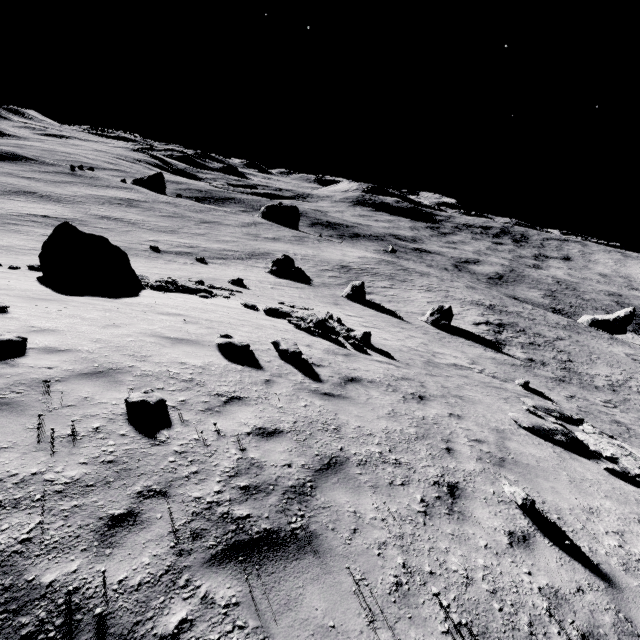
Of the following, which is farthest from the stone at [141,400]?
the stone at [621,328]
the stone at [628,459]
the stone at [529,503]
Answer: the stone at [621,328]

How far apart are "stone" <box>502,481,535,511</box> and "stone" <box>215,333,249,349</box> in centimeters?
618cm

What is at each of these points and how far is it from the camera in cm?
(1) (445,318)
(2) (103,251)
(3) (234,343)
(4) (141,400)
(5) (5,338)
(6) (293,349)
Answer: (1) stone, 3050
(2) stone, 1336
(3) stone, 811
(4) stone, 464
(5) stone, 527
(6) stone, 885

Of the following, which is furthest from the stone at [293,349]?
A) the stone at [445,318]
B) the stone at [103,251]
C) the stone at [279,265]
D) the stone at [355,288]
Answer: the stone at [279,265]

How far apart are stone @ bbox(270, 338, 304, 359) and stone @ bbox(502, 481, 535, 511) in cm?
534

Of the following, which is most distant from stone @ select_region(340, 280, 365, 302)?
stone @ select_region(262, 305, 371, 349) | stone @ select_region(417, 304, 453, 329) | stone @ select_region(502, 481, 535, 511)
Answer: stone @ select_region(502, 481, 535, 511)

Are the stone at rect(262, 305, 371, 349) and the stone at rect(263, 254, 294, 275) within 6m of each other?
no

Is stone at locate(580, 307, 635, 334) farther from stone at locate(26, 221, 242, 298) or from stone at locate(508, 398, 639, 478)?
stone at locate(26, 221, 242, 298)
